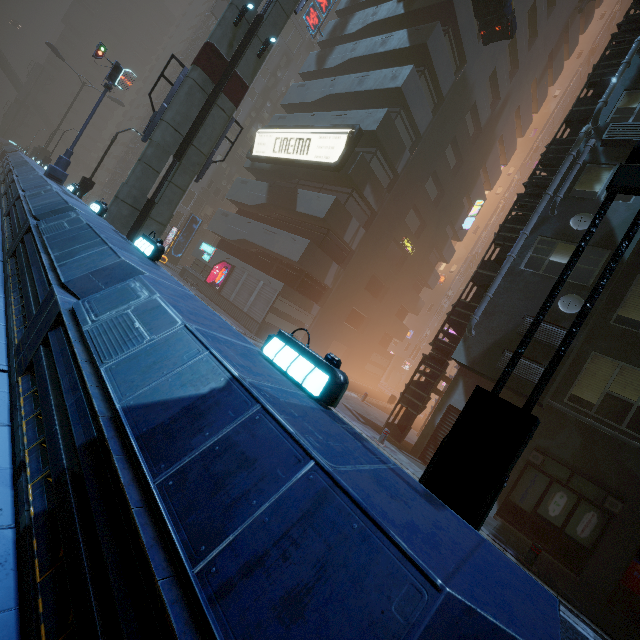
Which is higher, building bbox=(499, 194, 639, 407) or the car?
the car

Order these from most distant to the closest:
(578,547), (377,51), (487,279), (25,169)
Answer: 1. (377,51)
2. (25,169)
3. (487,279)
4. (578,547)

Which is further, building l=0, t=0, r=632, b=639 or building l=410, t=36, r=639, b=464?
building l=410, t=36, r=639, b=464

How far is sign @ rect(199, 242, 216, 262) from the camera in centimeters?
2450cm

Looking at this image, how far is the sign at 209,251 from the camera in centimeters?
2450cm

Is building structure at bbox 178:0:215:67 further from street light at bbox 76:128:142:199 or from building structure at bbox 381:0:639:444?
building structure at bbox 381:0:639:444

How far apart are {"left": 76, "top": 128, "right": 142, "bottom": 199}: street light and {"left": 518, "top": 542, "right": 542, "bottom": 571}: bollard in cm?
2475

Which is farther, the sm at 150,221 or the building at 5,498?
the sm at 150,221
